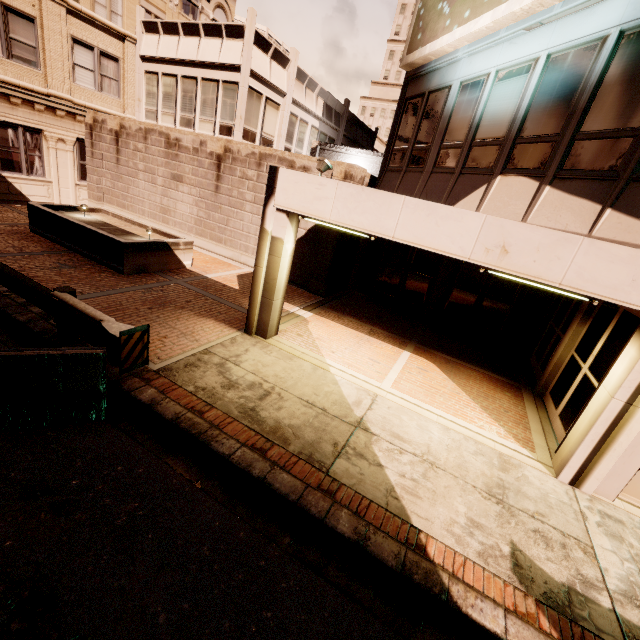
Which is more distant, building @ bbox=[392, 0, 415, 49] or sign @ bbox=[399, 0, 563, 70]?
building @ bbox=[392, 0, 415, 49]

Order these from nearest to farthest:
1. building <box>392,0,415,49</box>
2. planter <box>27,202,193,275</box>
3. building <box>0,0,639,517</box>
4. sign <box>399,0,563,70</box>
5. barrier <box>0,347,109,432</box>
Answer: barrier <box>0,347,109,432</box>
building <box>0,0,639,517</box>
sign <box>399,0,563,70</box>
planter <box>27,202,193,275</box>
building <box>392,0,415,49</box>

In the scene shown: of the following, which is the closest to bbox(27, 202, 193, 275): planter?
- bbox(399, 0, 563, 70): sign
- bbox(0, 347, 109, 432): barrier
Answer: bbox(0, 347, 109, 432): barrier

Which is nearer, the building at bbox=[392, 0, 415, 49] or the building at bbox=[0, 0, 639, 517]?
the building at bbox=[0, 0, 639, 517]

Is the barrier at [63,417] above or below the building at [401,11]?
below

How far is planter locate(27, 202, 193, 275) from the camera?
9.4m

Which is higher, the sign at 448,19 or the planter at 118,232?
the sign at 448,19

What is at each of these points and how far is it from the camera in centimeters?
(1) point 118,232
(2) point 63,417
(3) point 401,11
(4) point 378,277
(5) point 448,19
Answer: (1) planter, 1066cm
(2) barrier, 432cm
(3) building, 5862cm
(4) building, 1314cm
(5) sign, 846cm
